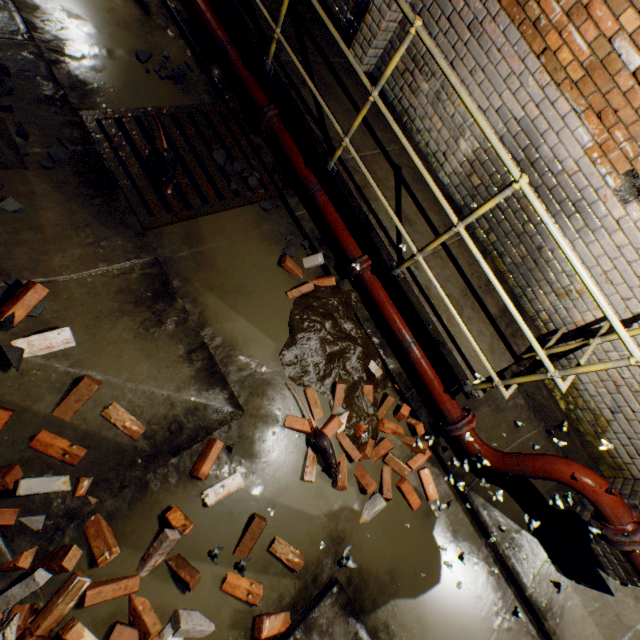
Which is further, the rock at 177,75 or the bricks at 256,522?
the rock at 177,75

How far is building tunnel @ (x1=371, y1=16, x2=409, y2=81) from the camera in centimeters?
347cm

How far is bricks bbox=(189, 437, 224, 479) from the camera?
2.6m

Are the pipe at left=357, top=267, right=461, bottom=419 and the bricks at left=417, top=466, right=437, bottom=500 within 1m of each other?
yes

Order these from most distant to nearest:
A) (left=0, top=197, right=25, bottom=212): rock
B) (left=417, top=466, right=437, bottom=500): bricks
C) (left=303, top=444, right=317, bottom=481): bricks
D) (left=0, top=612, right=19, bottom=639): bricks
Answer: (left=417, top=466, right=437, bottom=500): bricks, (left=303, top=444, right=317, bottom=481): bricks, (left=0, top=197, right=25, bottom=212): rock, (left=0, top=612, right=19, bottom=639): bricks

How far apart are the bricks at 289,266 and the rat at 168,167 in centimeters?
106cm

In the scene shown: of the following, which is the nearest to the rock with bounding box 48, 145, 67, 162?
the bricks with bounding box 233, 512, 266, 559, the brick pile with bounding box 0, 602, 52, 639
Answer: the brick pile with bounding box 0, 602, 52, 639

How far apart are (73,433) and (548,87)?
4.7m
